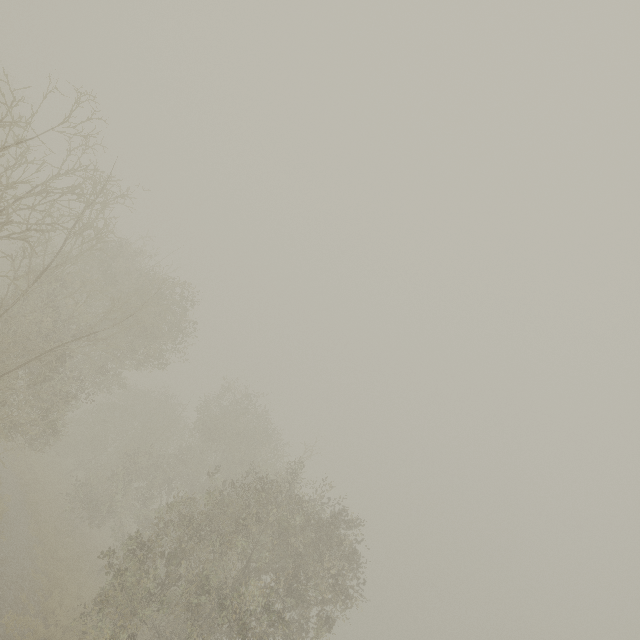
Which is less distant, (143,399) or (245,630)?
(245,630)
